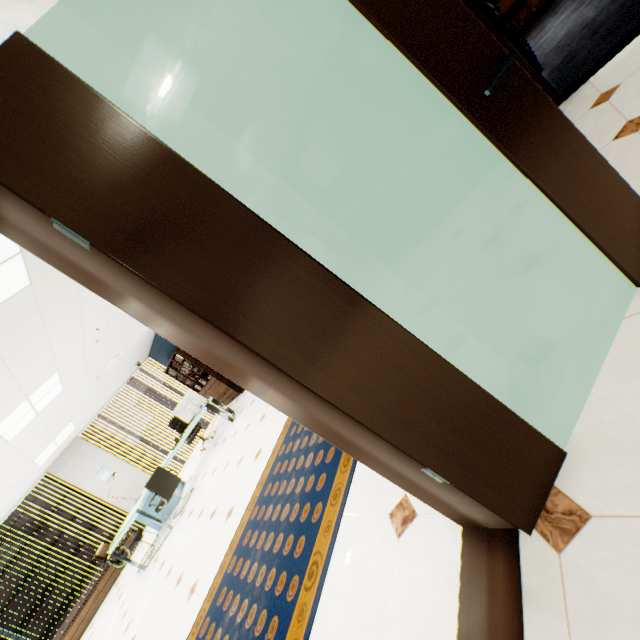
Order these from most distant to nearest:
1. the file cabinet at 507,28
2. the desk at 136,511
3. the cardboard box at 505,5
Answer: the cardboard box at 505,5 < the desk at 136,511 < the file cabinet at 507,28

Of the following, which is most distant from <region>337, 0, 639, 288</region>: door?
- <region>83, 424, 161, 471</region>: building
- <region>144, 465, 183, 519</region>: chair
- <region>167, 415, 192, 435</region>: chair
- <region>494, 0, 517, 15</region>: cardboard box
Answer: <region>83, 424, 161, 471</region>: building

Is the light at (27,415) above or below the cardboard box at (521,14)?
above

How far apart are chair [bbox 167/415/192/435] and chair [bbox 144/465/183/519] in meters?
1.7

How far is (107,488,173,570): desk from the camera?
5.8m

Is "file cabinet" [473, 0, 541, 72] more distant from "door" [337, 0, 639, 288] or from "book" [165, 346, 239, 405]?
"book" [165, 346, 239, 405]

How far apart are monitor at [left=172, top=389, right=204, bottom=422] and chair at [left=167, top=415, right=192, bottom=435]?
1.23m

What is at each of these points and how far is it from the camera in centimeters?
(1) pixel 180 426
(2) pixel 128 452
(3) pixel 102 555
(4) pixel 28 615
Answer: (1) chair, 882cm
(2) building, 5572cm
(3) chair, 603cm
(4) building, 4241cm
